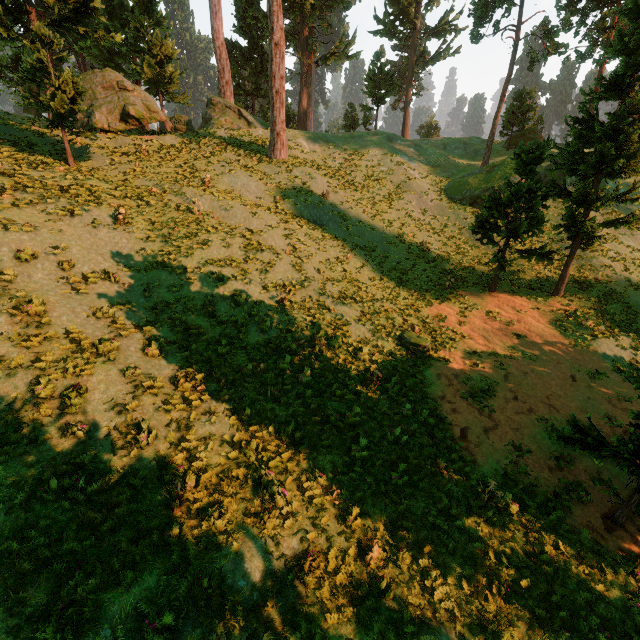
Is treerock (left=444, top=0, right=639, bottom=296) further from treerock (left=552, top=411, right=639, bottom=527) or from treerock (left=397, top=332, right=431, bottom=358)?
treerock (left=397, top=332, right=431, bottom=358)

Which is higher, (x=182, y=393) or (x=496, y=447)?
(x=182, y=393)

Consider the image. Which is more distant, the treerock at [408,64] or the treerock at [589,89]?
the treerock at [408,64]

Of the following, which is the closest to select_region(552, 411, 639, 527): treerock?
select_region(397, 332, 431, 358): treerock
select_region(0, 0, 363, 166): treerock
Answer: select_region(0, 0, 363, 166): treerock

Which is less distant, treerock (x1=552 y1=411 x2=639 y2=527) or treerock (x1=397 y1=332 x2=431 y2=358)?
treerock (x1=552 y1=411 x2=639 y2=527)
